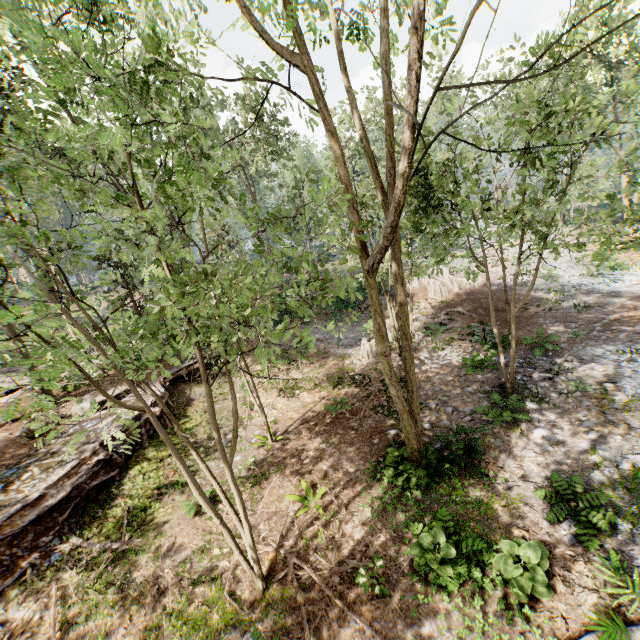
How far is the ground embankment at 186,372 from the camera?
15.8m

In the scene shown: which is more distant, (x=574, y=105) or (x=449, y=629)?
(x=574, y=105)

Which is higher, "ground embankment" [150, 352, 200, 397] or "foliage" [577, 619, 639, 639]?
"ground embankment" [150, 352, 200, 397]

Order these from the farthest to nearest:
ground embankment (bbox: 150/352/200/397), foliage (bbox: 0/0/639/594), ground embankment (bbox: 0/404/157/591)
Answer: ground embankment (bbox: 150/352/200/397) → ground embankment (bbox: 0/404/157/591) → foliage (bbox: 0/0/639/594)

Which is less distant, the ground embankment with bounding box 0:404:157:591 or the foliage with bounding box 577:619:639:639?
the foliage with bounding box 577:619:639:639

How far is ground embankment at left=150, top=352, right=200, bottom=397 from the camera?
15.8m

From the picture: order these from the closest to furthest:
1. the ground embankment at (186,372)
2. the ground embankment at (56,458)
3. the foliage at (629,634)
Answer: the foliage at (629,634)
the ground embankment at (56,458)
the ground embankment at (186,372)
